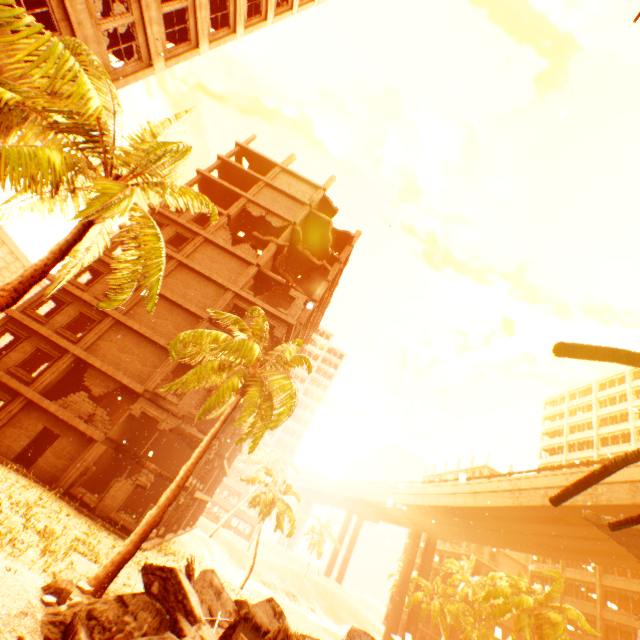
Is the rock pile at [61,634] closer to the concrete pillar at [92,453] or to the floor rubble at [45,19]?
the concrete pillar at [92,453]

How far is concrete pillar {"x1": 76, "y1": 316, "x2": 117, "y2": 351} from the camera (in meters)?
20.04

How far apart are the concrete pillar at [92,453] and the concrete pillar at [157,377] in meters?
3.4 m

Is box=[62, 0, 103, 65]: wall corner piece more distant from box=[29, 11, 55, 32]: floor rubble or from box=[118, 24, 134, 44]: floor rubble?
box=[118, 24, 134, 44]: floor rubble

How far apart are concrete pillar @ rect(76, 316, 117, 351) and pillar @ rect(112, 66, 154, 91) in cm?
1358

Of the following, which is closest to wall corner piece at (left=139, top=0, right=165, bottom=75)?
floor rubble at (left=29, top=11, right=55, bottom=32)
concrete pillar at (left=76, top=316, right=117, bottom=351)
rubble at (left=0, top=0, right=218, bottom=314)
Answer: floor rubble at (left=29, top=11, right=55, bottom=32)

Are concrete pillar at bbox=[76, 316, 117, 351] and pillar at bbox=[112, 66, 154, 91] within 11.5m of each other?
no

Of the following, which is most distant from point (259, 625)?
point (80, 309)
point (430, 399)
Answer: point (430, 399)
